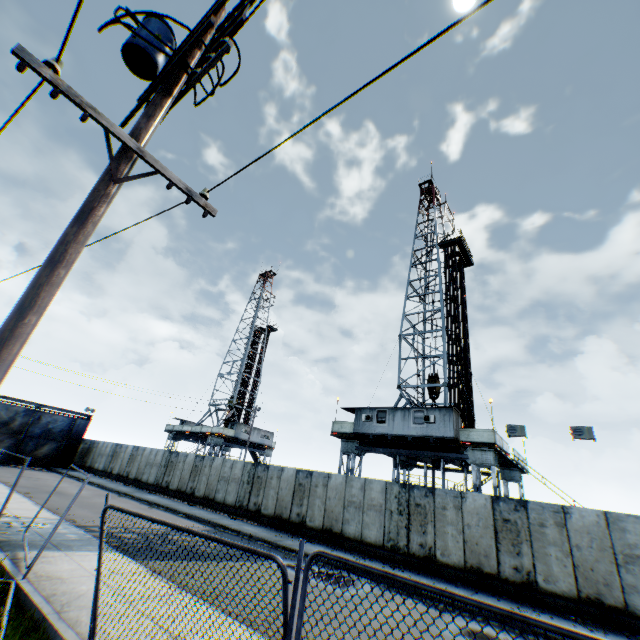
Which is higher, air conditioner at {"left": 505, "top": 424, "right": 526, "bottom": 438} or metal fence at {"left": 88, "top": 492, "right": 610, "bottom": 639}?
air conditioner at {"left": 505, "top": 424, "right": 526, "bottom": 438}

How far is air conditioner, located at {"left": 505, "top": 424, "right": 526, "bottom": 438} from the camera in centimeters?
1670cm

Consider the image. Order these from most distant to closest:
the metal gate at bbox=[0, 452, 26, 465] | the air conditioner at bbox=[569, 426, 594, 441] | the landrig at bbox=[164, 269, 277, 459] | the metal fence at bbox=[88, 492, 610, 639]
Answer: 1. the landrig at bbox=[164, 269, 277, 459]
2. the metal gate at bbox=[0, 452, 26, 465]
3. the air conditioner at bbox=[569, 426, 594, 441]
4. the metal fence at bbox=[88, 492, 610, 639]

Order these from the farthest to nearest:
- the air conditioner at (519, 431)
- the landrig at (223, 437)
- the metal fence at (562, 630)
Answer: the landrig at (223, 437), the air conditioner at (519, 431), the metal fence at (562, 630)

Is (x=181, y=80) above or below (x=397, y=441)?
above

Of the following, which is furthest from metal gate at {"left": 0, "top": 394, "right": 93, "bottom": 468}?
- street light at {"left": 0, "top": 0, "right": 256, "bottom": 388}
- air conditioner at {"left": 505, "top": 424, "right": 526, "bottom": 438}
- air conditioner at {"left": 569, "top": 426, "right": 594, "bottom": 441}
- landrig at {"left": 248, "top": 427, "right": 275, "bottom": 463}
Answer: air conditioner at {"left": 569, "top": 426, "right": 594, "bottom": 441}

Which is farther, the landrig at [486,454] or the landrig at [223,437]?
the landrig at [223,437]

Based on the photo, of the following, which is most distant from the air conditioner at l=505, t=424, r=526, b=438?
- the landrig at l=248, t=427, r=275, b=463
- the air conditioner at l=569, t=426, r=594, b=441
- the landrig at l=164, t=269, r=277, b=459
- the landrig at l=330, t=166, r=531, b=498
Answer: the landrig at l=164, t=269, r=277, b=459
